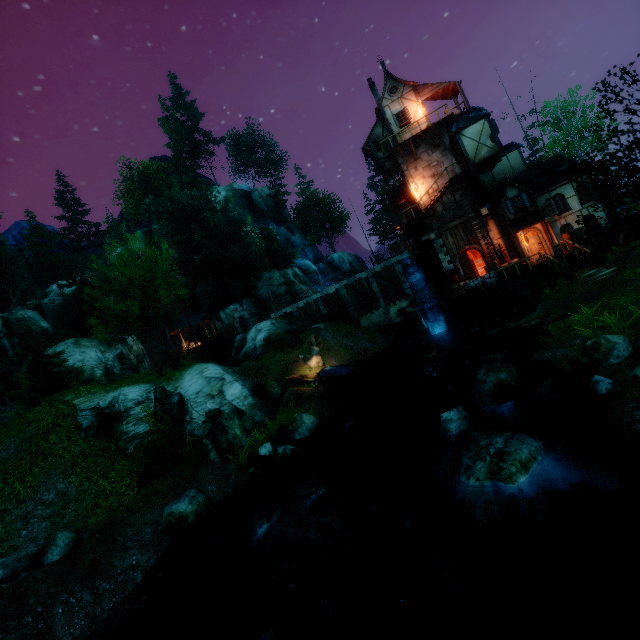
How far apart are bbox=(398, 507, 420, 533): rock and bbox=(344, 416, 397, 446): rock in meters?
3.8

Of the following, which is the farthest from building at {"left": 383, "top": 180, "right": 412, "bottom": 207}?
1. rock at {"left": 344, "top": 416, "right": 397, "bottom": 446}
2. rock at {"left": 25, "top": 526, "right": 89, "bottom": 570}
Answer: rock at {"left": 25, "top": 526, "right": 89, "bottom": 570}

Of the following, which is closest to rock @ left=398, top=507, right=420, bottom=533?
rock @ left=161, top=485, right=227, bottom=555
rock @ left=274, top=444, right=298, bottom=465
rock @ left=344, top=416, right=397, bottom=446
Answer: rock @ left=344, top=416, right=397, bottom=446

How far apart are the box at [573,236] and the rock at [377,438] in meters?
16.7 m

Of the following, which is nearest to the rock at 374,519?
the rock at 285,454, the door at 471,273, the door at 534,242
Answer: the rock at 285,454

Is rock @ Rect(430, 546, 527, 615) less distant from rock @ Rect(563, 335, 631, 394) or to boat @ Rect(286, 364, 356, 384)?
rock @ Rect(563, 335, 631, 394)

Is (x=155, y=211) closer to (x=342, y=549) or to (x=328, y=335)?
(x=328, y=335)

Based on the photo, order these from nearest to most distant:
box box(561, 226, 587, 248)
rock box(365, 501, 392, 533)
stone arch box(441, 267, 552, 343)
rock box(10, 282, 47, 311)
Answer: rock box(365, 501, 392, 533)
box box(561, 226, 587, 248)
stone arch box(441, 267, 552, 343)
rock box(10, 282, 47, 311)
